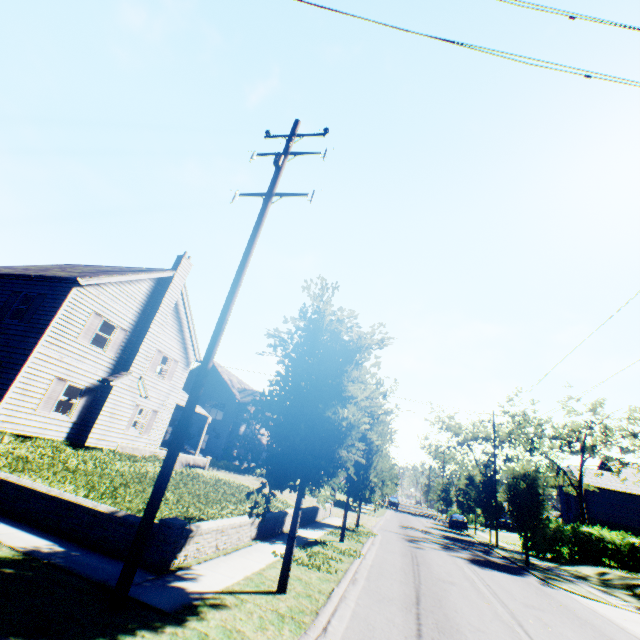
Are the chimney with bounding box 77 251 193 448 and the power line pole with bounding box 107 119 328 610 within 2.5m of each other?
no

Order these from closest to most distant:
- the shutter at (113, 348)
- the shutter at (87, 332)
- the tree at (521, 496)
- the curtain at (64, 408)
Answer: the curtain at (64, 408) < the shutter at (87, 332) < the shutter at (113, 348) < the tree at (521, 496)

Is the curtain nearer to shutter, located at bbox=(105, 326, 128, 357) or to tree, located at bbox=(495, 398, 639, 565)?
shutter, located at bbox=(105, 326, 128, 357)

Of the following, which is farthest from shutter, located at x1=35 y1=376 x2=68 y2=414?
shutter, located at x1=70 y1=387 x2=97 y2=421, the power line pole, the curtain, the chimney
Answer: the power line pole

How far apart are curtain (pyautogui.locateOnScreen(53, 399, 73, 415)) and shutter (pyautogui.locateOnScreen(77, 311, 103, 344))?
2.7 meters

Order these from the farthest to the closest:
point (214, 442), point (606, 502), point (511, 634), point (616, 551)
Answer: point (606, 502) < point (214, 442) < point (616, 551) < point (511, 634)

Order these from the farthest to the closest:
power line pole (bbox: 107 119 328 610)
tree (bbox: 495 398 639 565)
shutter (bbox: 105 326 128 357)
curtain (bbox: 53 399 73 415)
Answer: tree (bbox: 495 398 639 565) → shutter (bbox: 105 326 128 357) → curtain (bbox: 53 399 73 415) → power line pole (bbox: 107 119 328 610)

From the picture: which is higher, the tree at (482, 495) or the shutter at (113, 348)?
the shutter at (113, 348)
